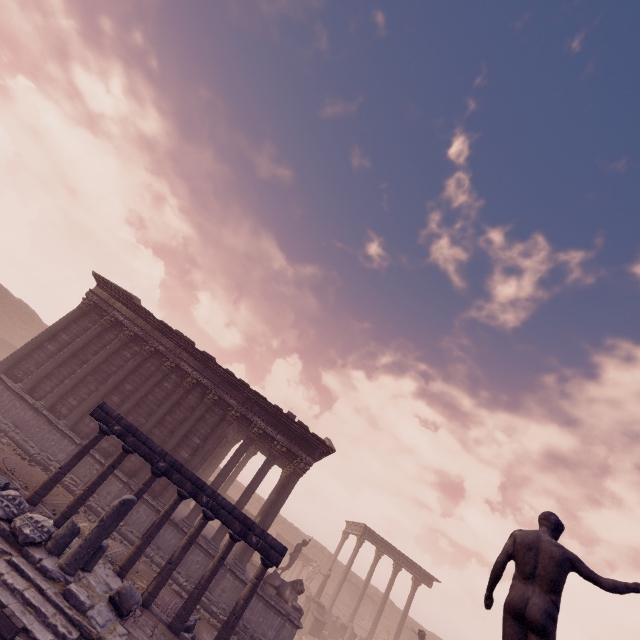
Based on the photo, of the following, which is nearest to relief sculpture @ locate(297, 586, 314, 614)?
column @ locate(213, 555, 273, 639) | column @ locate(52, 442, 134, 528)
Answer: column @ locate(213, 555, 273, 639)

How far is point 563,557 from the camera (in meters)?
4.23

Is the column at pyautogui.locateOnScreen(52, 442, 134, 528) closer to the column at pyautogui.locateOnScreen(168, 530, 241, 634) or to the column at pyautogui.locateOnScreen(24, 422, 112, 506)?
the column at pyautogui.locateOnScreen(24, 422, 112, 506)

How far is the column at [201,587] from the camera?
8.6 meters

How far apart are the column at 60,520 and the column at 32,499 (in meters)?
0.44

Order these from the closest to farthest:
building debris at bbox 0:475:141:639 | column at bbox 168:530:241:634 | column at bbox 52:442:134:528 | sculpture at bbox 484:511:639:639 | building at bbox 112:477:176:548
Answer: sculpture at bbox 484:511:639:639 → building debris at bbox 0:475:141:639 → column at bbox 168:530:241:634 → column at bbox 52:442:134:528 → building at bbox 112:477:176:548

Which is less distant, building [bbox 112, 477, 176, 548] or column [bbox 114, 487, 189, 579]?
column [bbox 114, 487, 189, 579]

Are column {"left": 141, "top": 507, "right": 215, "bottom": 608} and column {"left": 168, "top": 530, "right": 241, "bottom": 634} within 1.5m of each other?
yes
